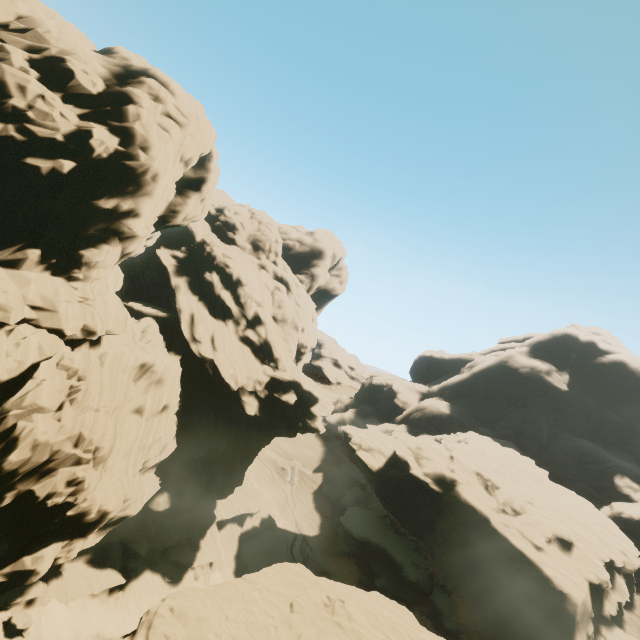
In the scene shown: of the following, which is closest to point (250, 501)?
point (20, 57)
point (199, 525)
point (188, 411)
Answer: point (199, 525)
